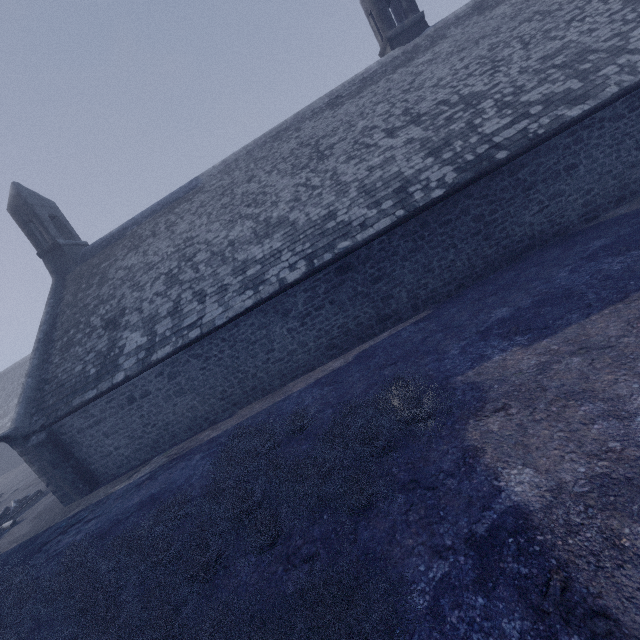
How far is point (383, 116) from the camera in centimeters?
1220cm
